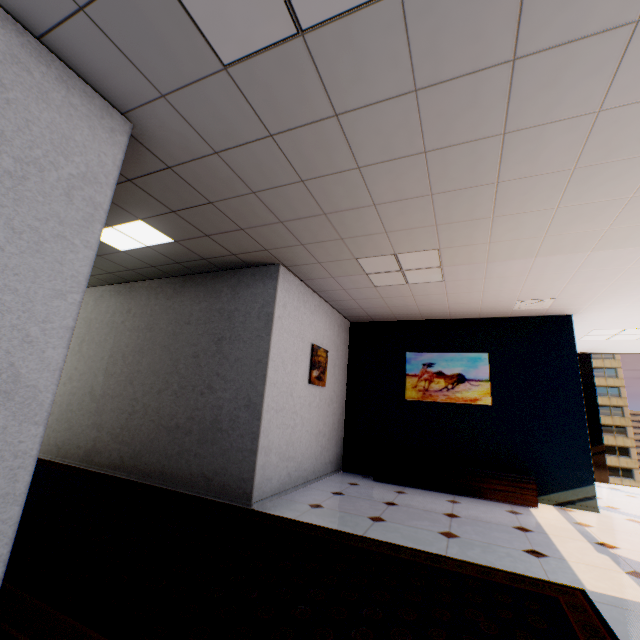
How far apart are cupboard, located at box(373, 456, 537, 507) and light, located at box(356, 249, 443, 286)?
3.03m

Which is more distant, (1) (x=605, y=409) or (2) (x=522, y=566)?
(1) (x=605, y=409)

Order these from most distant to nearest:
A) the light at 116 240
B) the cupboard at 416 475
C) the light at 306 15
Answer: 1. the cupboard at 416 475
2. the light at 116 240
3. the light at 306 15

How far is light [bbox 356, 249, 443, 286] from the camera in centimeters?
387cm

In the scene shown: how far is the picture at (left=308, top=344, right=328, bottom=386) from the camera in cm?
509

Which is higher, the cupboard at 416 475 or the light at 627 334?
the light at 627 334

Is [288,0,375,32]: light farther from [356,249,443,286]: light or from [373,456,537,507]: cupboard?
[373,456,537,507]: cupboard

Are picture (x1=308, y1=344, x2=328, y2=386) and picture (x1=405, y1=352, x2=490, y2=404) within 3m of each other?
yes
